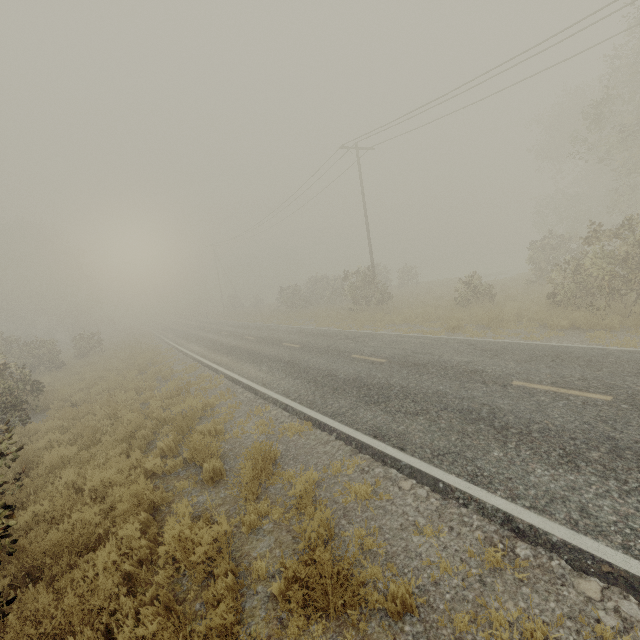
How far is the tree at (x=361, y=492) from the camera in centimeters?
492cm

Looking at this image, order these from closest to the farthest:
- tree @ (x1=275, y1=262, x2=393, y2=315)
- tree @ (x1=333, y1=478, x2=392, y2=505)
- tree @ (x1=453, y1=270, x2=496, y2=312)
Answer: tree @ (x1=333, y1=478, x2=392, y2=505)
tree @ (x1=453, y1=270, x2=496, y2=312)
tree @ (x1=275, y1=262, x2=393, y2=315)

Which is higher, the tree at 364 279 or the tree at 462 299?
the tree at 364 279

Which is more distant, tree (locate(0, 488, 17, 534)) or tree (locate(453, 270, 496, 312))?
tree (locate(453, 270, 496, 312))

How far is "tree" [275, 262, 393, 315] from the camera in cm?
2391

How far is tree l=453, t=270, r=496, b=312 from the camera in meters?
17.6

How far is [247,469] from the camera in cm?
539
